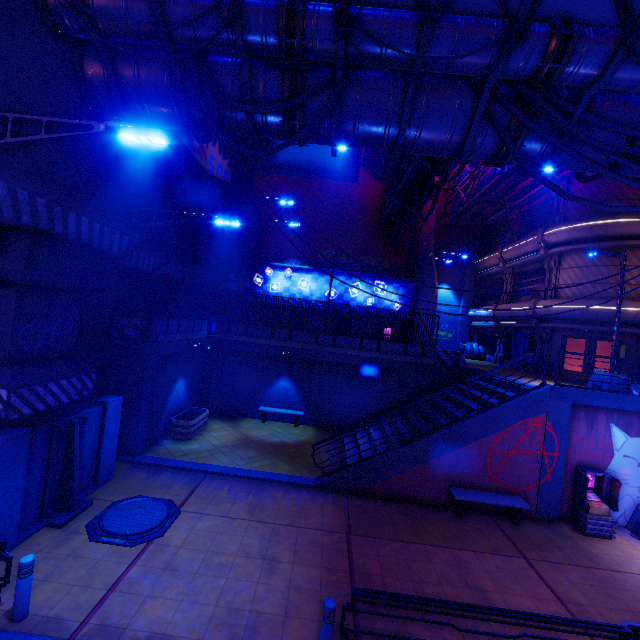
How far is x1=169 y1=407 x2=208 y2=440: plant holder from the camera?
13.83m

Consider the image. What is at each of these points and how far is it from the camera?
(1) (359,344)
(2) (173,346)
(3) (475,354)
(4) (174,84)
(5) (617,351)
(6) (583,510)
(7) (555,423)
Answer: (1) fence, 18.0m
(2) beam, 13.7m
(3) generator, 27.4m
(4) walkway, 7.2m
(5) street light, 12.4m
(6) atm, 10.8m
(7) column, 11.2m

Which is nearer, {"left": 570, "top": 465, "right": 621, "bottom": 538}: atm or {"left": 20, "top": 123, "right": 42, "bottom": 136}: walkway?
{"left": 20, "top": 123, "right": 42, "bottom": 136}: walkway

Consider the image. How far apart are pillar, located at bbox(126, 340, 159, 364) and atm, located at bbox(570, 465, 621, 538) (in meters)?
15.56

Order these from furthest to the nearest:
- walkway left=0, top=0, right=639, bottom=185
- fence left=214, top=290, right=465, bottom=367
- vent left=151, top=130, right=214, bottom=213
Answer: fence left=214, top=290, right=465, bottom=367 < vent left=151, top=130, right=214, bottom=213 < walkway left=0, top=0, right=639, bottom=185

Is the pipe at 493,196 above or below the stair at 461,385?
above

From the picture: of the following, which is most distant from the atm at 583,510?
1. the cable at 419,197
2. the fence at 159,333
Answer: the fence at 159,333

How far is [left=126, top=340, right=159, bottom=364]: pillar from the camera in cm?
1181
